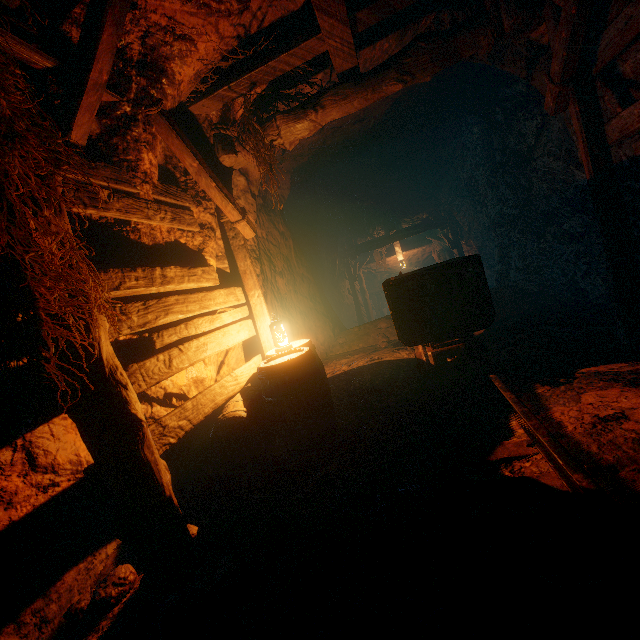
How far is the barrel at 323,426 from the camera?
3.2 meters

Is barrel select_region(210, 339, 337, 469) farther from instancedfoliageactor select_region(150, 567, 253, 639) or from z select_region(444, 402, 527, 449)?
instancedfoliageactor select_region(150, 567, 253, 639)

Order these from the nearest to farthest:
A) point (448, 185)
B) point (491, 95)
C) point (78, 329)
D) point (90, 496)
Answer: point (78, 329) → point (90, 496) → point (491, 95) → point (448, 185)

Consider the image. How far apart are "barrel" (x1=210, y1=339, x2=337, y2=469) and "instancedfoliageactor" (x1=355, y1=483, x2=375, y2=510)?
1.0 meters

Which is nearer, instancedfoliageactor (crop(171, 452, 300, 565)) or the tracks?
the tracks

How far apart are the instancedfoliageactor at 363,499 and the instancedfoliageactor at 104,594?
1.5m

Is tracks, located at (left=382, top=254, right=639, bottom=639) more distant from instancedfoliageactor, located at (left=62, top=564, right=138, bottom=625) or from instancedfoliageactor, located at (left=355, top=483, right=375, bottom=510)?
instancedfoliageactor, located at (left=62, top=564, right=138, bottom=625)

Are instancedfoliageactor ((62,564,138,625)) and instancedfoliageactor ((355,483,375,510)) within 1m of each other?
no
